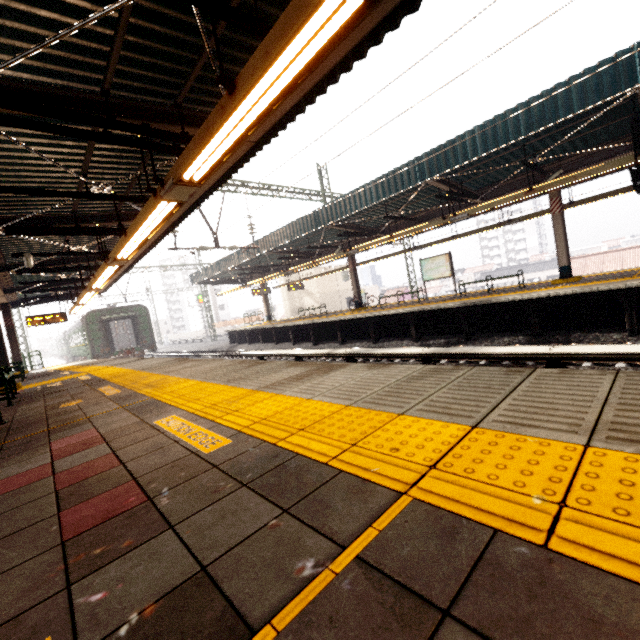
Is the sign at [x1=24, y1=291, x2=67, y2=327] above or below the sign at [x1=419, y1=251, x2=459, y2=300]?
above

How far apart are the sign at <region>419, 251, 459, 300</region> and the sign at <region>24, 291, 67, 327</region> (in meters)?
17.38

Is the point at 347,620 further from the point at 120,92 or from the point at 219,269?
the point at 219,269

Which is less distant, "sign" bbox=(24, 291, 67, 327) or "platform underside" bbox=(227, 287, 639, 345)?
"platform underside" bbox=(227, 287, 639, 345)

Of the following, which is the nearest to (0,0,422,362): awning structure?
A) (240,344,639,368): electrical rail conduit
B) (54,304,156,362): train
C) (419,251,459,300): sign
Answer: (54,304,156,362): train

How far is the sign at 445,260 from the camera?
14.4 meters

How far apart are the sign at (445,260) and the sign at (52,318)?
17.38m

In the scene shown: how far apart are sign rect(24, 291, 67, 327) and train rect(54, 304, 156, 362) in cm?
667
